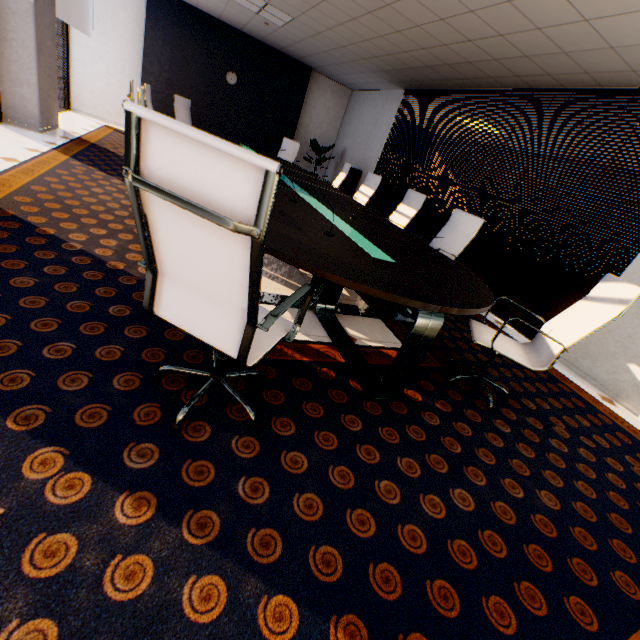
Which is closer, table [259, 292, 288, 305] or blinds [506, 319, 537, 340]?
table [259, 292, 288, 305]

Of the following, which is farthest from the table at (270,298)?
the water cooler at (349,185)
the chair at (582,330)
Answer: the water cooler at (349,185)

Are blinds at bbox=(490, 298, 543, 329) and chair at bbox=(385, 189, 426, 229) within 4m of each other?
yes

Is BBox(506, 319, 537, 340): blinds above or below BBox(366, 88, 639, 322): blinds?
below

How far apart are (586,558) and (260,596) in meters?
1.6

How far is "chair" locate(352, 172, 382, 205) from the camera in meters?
5.8 m

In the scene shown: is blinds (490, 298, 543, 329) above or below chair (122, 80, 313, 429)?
below

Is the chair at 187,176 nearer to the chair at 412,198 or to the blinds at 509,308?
the chair at 412,198
